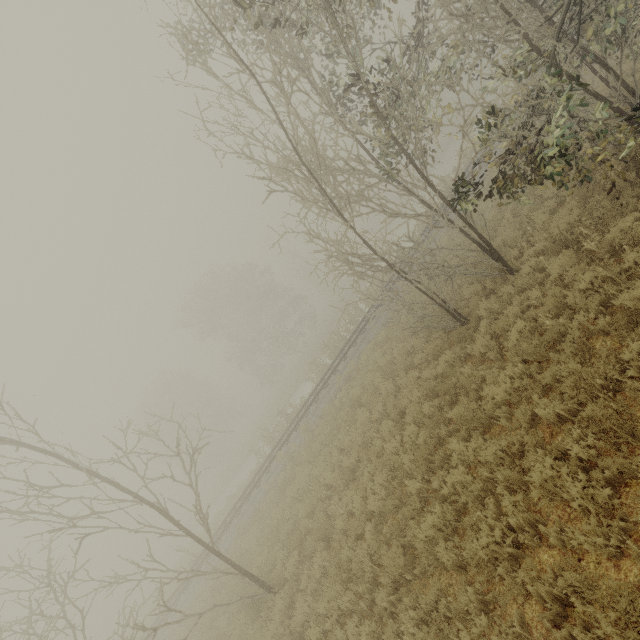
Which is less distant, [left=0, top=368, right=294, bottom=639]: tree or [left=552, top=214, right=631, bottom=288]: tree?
[left=552, top=214, right=631, bottom=288]: tree

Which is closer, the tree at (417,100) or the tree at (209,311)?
the tree at (417,100)

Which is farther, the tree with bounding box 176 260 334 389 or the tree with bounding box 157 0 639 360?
the tree with bounding box 176 260 334 389

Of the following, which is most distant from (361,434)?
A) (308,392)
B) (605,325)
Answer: (308,392)

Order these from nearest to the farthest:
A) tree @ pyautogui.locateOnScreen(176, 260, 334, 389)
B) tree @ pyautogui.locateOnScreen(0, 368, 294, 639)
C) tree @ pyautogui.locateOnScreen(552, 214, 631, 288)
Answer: tree @ pyautogui.locateOnScreen(552, 214, 631, 288), tree @ pyautogui.locateOnScreen(0, 368, 294, 639), tree @ pyautogui.locateOnScreen(176, 260, 334, 389)

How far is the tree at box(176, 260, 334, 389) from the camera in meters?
37.9 m

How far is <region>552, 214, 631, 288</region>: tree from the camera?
5.70m

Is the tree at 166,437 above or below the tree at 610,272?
above
